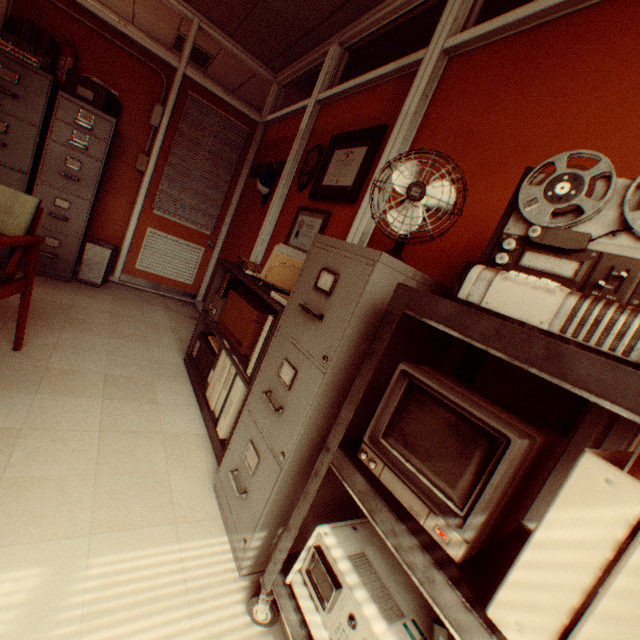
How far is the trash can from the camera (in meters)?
3.80

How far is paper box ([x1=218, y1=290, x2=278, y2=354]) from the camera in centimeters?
229cm

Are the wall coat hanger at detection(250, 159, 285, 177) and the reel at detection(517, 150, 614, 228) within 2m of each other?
no

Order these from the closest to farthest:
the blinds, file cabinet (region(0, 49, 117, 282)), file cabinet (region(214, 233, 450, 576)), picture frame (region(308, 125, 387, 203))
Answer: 1. file cabinet (region(214, 233, 450, 576))
2. picture frame (region(308, 125, 387, 203))
3. file cabinet (region(0, 49, 117, 282))
4. the blinds

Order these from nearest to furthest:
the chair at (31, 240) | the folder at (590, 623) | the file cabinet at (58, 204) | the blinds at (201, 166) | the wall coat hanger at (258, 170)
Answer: the folder at (590, 623) → the chair at (31, 240) → the file cabinet at (58, 204) → the wall coat hanger at (258, 170) → the blinds at (201, 166)

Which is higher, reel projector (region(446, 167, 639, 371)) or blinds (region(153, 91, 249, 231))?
blinds (region(153, 91, 249, 231))

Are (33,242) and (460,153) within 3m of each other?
yes

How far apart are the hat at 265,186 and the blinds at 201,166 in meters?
1.1
